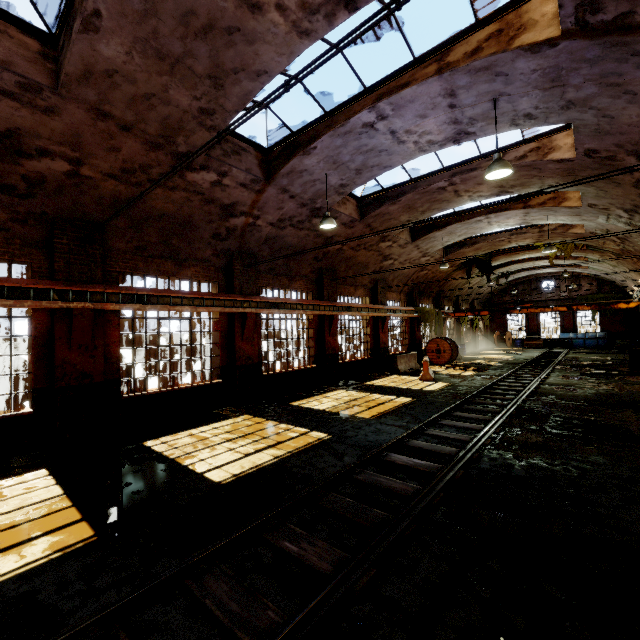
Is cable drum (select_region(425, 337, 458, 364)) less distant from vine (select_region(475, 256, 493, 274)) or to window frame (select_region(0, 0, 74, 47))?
vine (select_region(475, 256, 493, 274))

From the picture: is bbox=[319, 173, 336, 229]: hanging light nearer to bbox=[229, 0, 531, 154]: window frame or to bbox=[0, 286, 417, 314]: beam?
bbox=[229, 0, 531, 154]: window frame

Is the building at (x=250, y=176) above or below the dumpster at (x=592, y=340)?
above

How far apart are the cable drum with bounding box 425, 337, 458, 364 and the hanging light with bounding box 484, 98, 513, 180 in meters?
15.9

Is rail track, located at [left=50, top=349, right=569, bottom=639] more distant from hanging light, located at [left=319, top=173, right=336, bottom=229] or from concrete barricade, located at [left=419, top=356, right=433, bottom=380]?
hanging light, located at [left=319, top=173, right=336, bottom=229]

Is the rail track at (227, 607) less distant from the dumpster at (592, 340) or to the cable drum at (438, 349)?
the dumpster at (592, 340)

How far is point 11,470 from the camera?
6.5m

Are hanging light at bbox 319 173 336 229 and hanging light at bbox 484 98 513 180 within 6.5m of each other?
yes
